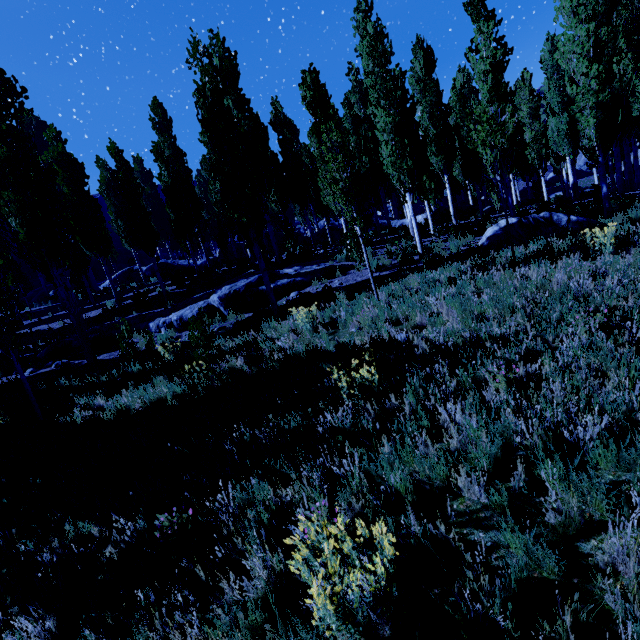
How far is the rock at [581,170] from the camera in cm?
4612

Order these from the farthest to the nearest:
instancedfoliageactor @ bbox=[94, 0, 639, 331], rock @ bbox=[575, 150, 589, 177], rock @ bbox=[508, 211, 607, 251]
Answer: rock @ bbox=[575, 150, 589, 177] → rock @ bbox=[508, 211, 607, 251] → instancedfoliageactor @ bbox=[94, 0, 639, 331]

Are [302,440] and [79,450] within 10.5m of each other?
yes

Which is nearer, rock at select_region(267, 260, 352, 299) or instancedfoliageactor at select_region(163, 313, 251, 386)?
instancedfoliageactor at select_region(163, 313, 251, 386)

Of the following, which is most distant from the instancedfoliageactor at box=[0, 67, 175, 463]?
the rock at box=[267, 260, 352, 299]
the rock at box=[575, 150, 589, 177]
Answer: the rock at box=[267, 260, 352, 299]

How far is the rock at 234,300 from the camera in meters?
12.5 m

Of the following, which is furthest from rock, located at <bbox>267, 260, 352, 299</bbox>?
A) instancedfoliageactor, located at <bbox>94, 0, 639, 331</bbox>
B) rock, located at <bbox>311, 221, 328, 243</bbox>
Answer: rock, located at <bbox>311, 221, 328, 243</bbox>

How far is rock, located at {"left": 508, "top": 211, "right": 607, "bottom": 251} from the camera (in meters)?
9.99
